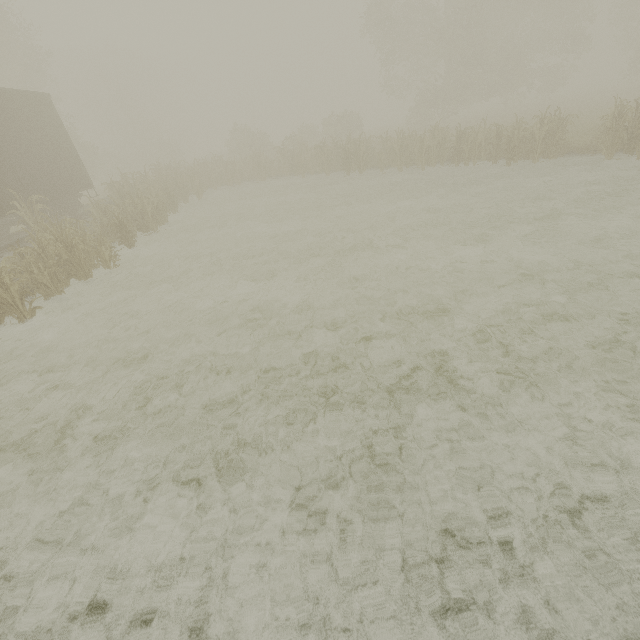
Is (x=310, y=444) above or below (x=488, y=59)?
below
